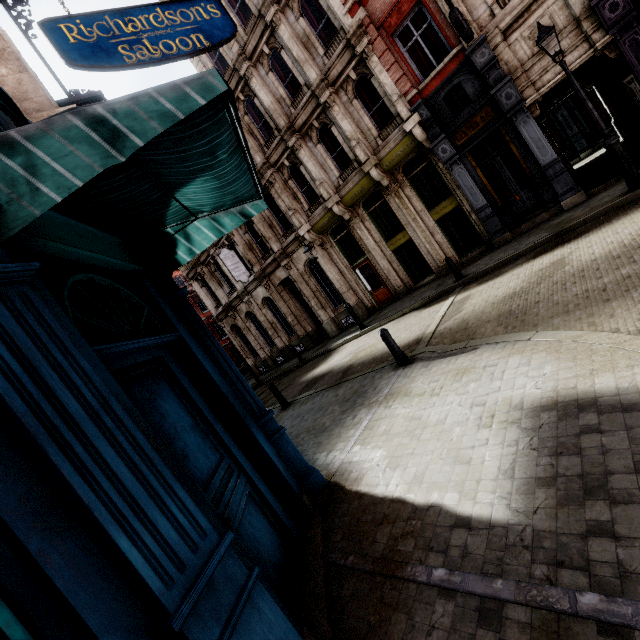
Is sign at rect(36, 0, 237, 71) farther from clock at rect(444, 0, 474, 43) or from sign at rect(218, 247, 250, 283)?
sign at rect(218, 247, 250, 283)

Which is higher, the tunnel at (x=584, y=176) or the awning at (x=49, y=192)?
the awning at (x=49, y=192)

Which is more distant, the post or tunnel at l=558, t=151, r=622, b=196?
tunnel at l=558, t=151, r=622, b=196

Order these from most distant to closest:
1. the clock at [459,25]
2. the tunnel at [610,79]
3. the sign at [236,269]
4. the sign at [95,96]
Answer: the sign at [236,269]
the tunnel at [610,79]
the clock at [459,25]
the sign at [95,96]

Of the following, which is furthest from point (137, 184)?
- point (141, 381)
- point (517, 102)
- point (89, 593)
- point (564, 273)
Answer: point (517, 102)

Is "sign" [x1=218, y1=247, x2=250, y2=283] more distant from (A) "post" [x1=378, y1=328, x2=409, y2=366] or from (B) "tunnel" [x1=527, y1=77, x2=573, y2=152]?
(B) "tunnel" [x1=527, y1=77, x2=573, y2=152]

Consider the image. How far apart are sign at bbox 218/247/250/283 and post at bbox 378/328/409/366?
13.9m

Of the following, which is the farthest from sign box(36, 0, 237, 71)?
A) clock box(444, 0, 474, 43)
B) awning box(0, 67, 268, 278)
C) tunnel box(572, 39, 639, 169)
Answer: tunnel box(572, 39, 639, 169)
